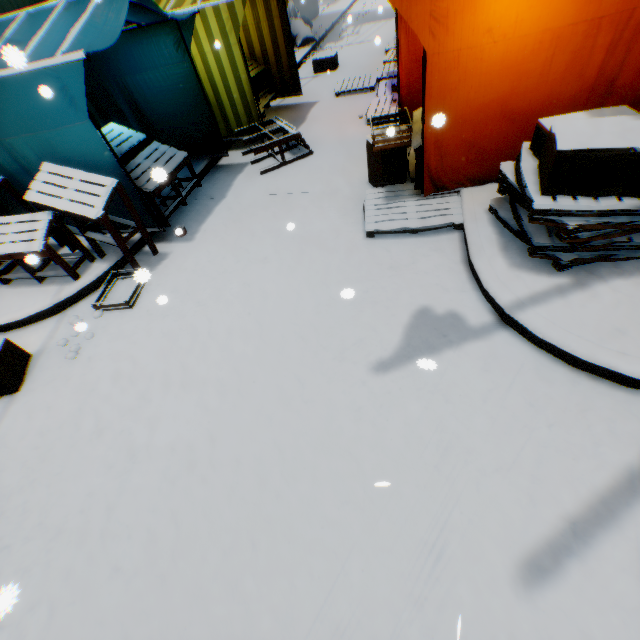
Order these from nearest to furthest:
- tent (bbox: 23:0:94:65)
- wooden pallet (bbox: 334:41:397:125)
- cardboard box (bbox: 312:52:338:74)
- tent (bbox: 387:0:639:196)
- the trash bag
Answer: tent (bbox: 387:0:639:196) < tent (bbox: 23:0:94:65) < wooden pallet (bbox: 334:41:397:125) < cardboard box (bbox: 312:52:338:74) < the trash bag

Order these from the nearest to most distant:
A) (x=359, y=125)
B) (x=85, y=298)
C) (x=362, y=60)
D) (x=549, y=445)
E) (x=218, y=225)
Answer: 1. (x=549, y=445)
2. (x=85, y=298)
3. (x=218, y=225)
4. (x=359, y=125)
5. (x=362, y=60)

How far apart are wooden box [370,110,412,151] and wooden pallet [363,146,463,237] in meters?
0.5

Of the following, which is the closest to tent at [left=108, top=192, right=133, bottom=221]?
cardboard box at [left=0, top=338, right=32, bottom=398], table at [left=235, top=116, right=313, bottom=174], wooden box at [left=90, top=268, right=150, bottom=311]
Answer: table at [left=235, top=116, right=313, bottom=174]

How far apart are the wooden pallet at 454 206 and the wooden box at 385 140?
0.5 meters

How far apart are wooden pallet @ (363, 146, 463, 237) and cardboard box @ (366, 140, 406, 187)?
0.0 meters

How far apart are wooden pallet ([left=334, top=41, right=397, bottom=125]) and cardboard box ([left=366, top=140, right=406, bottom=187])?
0.8m

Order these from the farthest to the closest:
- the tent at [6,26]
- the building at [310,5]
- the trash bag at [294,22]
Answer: the building at [310,5]
the trash bag at [294,22]
the tent at [6,26]
